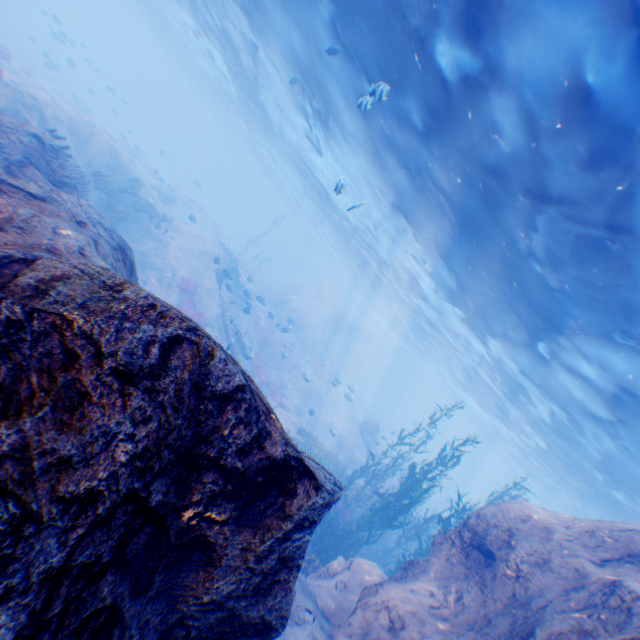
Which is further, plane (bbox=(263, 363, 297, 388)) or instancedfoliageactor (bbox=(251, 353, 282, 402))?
plane (bbox=(263, 363, 297, 388))

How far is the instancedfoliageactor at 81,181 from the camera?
13.3 meters

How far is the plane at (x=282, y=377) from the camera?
23.6 meters

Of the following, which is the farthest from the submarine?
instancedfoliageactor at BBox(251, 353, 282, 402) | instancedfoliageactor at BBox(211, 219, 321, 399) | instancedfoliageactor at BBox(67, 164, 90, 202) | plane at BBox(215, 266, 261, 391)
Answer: instancedfoliageactor at BBox(67, 164, 90, 202)

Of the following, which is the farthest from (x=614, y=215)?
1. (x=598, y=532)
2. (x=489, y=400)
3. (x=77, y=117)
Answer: (x=489, y=400)

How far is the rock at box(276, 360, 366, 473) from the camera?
21.36m

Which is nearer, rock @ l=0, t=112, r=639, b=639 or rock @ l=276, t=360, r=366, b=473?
rock @ l=0, t=112, r=639, b=639

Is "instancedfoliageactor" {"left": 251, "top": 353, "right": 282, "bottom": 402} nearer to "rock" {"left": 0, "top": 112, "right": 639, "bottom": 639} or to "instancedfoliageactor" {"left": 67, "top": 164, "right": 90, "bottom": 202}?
"rock" {"left": 0, "top": 112, "right": 639, "bottom": 639}
